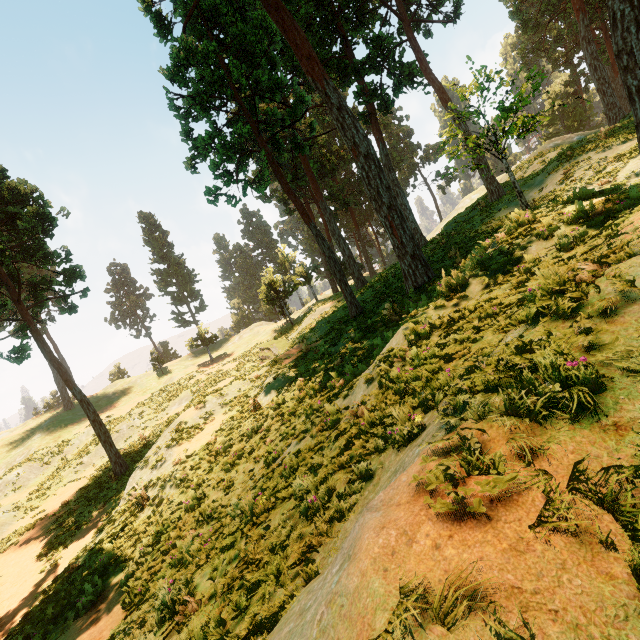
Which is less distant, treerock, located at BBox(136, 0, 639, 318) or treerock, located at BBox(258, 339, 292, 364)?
treerock, located at BBox(136, 0, 639, 318)

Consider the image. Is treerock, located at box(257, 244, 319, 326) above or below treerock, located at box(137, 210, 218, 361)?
below

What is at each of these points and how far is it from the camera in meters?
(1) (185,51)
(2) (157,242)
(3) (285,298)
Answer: (1) treerock, 14.6 m
(2) treerock, 52.2 m
(3) treerock, 39.8 m

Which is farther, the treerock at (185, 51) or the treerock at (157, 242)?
the treerock at (157, 242)

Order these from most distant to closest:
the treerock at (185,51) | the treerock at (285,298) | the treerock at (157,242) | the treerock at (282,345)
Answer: the treerock at (157,242), the treerock at (285,298), the treerock at (282,345), the treerock at (185,51)

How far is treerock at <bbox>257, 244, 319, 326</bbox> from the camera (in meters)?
37.62
